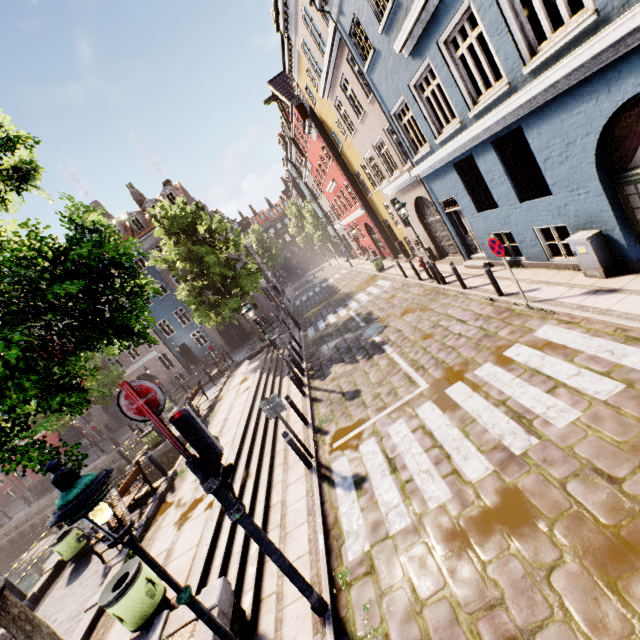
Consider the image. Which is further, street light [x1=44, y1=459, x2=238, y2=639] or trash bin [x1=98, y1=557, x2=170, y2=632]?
trash bin [x1=98, y1=557, x2=170, y2=632]

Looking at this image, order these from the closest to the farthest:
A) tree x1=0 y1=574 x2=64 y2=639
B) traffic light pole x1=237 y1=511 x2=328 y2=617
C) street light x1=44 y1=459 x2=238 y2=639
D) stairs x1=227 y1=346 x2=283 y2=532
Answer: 1. street light x1=44 y1=459 x2=238 y2=639
2. tree x1=0 y1=574 x2=64 y2=639
3. traffic light pole x1=237 y1=511 x2=328 y2=617
4. stairs x1=227 y1=346 x2=283 y2=532

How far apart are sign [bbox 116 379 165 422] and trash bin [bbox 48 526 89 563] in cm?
945

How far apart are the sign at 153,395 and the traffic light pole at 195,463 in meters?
0.7 m

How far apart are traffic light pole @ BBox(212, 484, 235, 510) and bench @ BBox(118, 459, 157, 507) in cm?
667

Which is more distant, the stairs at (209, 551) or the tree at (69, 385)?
the stairs at (209, 551)

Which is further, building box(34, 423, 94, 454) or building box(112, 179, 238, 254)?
building box(34, 423, 94, 454)

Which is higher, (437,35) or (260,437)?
(437,35)
